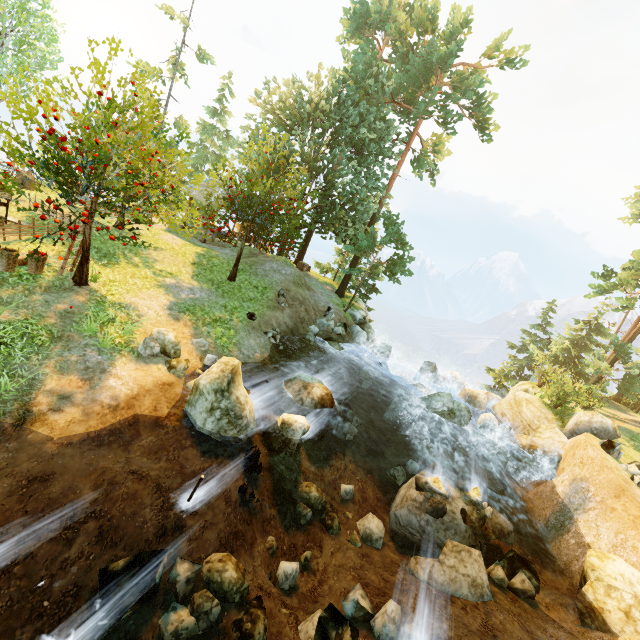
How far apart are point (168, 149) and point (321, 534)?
12.89m

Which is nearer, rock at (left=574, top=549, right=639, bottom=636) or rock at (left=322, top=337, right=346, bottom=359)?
rock at (left=574, top=549, right=639, bottom=636)

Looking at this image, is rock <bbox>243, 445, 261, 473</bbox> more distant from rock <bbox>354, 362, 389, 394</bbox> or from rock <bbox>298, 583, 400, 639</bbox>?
rock <bbox>354, 362, 389, 394</bbox>

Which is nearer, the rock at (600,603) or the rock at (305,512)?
the rock at (600,603)

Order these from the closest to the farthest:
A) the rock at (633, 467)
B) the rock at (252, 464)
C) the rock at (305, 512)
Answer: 1. the rock at (252, 464)
2. the rock at (305, 512)
3. the rock at (633, 467)

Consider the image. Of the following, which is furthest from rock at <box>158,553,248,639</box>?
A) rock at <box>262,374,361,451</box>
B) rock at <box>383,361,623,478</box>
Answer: rock at <box>383,361,623,478</box>

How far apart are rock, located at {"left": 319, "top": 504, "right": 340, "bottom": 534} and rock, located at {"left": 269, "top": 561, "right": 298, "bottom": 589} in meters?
1.6

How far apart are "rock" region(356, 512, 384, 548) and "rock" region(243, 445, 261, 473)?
3.5m
